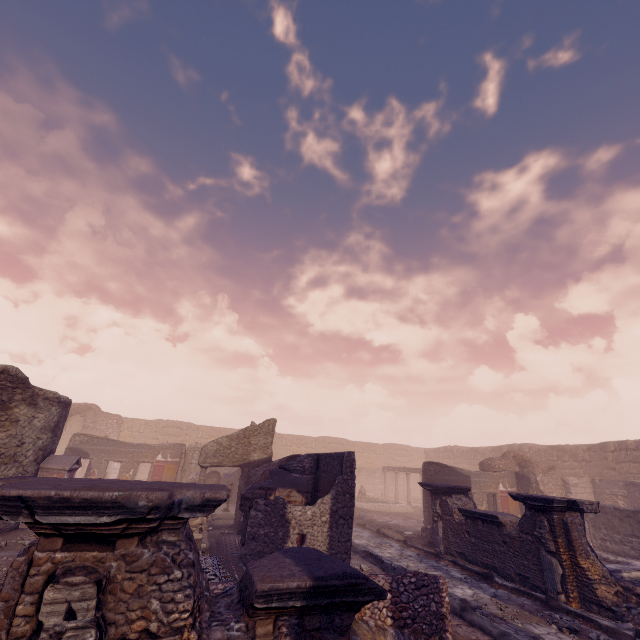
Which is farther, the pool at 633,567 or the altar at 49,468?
the altar at 49,468

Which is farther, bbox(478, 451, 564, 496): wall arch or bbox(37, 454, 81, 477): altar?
bbox(478, 451, 564, 496): wall arch

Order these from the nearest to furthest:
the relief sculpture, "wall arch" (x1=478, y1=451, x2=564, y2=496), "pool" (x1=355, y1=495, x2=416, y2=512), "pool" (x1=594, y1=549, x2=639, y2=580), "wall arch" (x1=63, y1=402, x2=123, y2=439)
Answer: "pool" (x1=594, y1=549, x2=639, y2=580), the relief sculpture, "wall arch" (x1=478, y1=451, x2=564, y2=496), "pool" (x1=355, y1=495, x2=416, y2=512), "wall arch" (x1=63, y1=402, x2=123, y2=439)

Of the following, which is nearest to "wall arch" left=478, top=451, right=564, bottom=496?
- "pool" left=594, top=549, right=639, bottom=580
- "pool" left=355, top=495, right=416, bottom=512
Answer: "pool" left=594, top=549, right=639, bottom=580

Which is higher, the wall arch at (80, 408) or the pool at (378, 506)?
the wall arch at (80, 408)

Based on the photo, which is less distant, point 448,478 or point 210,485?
point 210,485

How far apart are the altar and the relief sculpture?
25.27m
